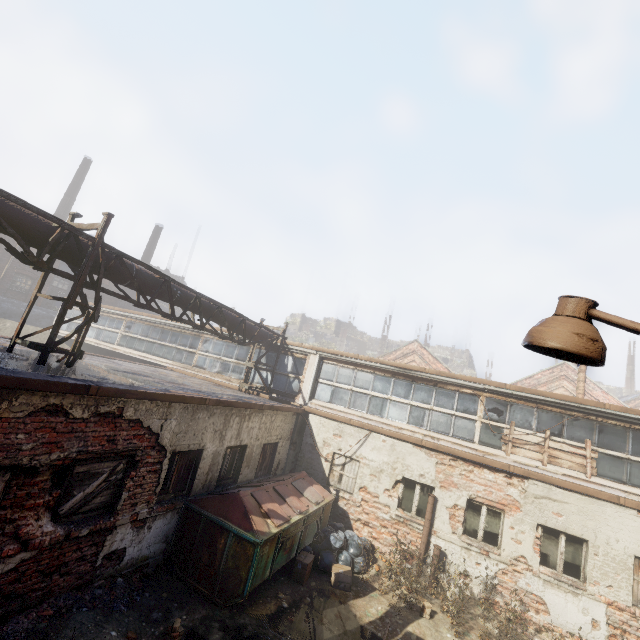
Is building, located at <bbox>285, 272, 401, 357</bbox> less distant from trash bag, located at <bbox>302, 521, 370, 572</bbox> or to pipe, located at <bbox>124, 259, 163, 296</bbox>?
pipe, located at <bbox>124, 259, 163, 296</bbox>

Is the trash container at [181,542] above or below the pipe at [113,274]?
below

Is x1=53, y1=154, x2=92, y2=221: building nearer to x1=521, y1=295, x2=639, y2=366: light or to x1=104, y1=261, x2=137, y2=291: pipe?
x1=104, y1=261, x2=137, y2=291: pipe

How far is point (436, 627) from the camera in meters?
7.5

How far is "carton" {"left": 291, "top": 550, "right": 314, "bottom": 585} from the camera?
7.9m

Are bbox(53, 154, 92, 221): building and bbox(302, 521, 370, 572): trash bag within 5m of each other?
no

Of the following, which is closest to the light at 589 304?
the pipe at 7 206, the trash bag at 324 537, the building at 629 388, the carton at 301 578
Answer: the pipe at 7 206

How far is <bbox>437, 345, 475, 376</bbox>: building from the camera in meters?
55.2 m
